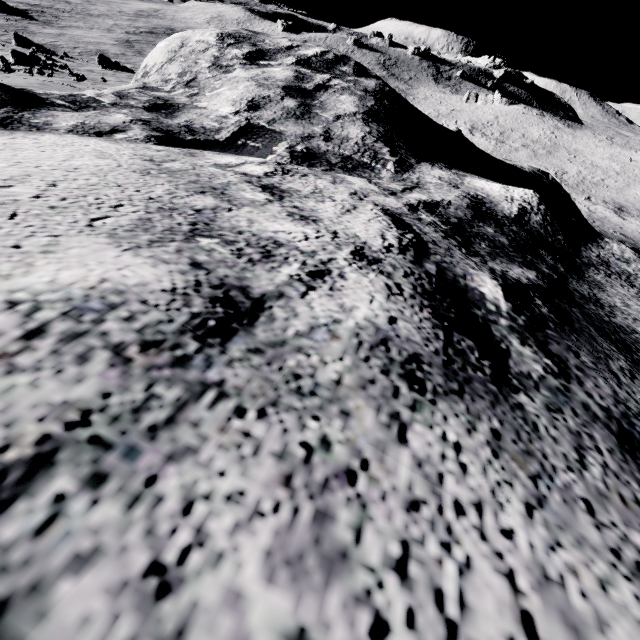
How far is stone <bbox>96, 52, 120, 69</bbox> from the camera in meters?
38.3 m

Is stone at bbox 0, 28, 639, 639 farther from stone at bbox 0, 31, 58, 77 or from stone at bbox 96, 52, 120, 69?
stone at bbox 96, 52, 120, 69

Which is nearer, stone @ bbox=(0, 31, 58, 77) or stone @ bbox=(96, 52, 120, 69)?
stone @ bbox=(0, 31, 58, 77)

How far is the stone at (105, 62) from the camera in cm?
3826

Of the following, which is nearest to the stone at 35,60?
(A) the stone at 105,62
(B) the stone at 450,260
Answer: (A) the stone at 105,62

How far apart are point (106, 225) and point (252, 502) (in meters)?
1.09

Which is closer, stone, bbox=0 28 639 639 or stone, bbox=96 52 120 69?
stone, bbox=0 28 639 639

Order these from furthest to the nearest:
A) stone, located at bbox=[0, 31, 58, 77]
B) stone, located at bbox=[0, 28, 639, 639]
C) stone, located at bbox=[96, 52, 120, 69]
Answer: stone, located at bbox=[96, 52, 120, 69] < stone, located at bbox=[0, 31, 58, 77] < stone, located at bbox=[0, 28, 639, 639]
